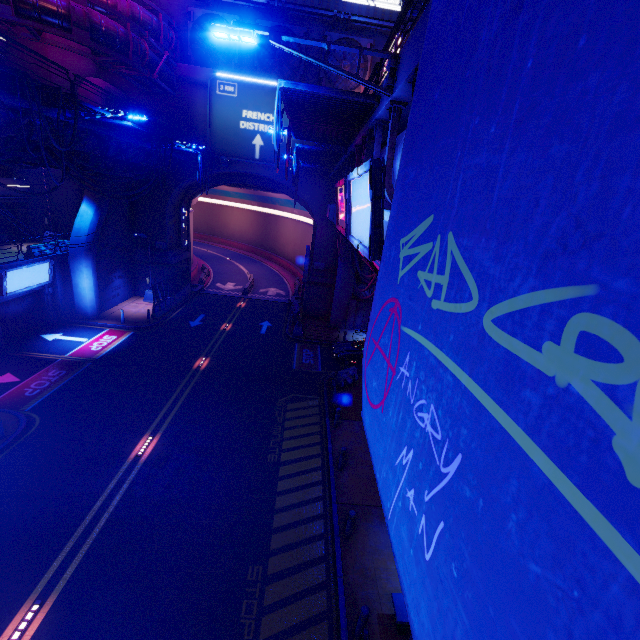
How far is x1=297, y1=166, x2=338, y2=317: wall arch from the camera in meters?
27.4

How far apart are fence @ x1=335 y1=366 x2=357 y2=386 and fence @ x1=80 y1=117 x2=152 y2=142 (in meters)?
15.79

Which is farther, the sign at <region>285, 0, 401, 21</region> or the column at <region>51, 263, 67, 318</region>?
the sign at <region>285, 0, 401, 21</region>

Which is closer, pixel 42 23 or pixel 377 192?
pixel 377 192

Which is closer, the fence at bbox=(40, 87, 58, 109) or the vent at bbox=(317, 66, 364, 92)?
the fence at bbox=(40, 87, 58, 109)

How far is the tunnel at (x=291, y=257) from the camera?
30.34m

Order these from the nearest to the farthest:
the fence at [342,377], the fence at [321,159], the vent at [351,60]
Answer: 1. the fence at [321,159]
2. the fence at [342,377]
3. the vent at [351,60]

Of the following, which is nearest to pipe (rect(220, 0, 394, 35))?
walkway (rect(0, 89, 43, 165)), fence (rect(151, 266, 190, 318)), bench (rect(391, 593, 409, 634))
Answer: walkway (rect(0, 89, 43, 165))
